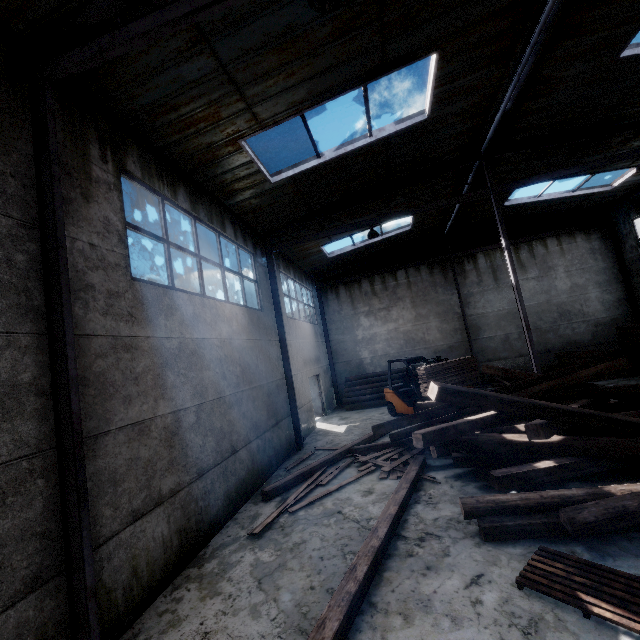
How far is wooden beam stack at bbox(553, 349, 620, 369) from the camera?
13.48m

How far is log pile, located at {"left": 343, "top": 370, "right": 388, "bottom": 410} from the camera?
16.3 meters

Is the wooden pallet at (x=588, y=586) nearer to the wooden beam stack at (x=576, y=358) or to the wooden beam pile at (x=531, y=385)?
the wooden beam pile at (x=531, y=385)

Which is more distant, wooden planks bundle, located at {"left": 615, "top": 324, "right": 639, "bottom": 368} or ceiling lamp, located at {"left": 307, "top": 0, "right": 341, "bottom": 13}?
wooden planks bundle, located at {"left": 615, "top": 324, "right": 639, "bottom": 368}

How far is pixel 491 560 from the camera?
4.2 meters

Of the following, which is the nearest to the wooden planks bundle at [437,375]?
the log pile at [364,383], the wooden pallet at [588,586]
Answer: the log pile at [364,383]

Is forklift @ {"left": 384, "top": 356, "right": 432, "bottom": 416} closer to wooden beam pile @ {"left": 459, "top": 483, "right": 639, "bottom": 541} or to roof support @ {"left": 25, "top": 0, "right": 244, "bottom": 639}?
wooden beam pile @ {"left": 459, "top": 483, "right": 639, "bottom": 541}

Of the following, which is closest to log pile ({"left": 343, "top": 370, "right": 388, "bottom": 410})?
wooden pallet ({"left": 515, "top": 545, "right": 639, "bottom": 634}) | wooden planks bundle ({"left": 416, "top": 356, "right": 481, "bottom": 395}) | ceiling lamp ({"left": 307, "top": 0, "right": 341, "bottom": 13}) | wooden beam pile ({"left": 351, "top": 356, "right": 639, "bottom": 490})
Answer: wooden planks bundle ({"left": 416, "top": 356, "right": 481, "bottom": 395})
